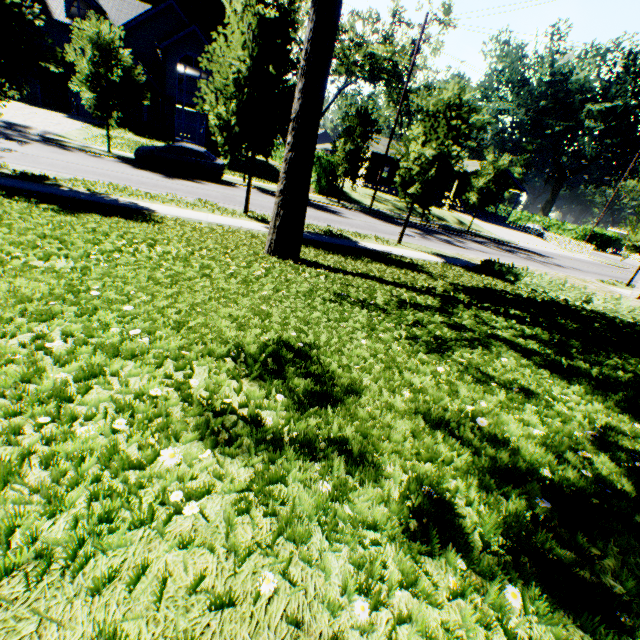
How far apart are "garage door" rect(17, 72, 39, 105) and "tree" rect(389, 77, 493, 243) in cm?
3643

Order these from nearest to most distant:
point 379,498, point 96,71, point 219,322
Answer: point 379,498 < point 219,322 < point 96,71

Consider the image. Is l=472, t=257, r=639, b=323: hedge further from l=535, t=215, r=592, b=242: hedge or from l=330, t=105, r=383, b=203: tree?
l=535, t=215, r=592, b=242: hedge

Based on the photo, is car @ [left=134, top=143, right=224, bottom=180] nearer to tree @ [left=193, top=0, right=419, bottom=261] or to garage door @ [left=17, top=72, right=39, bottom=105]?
tree @ [left=193, top=0, right=419, bottom=261]

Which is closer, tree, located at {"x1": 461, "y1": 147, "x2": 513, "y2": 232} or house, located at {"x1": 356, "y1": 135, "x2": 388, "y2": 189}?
tree, located at {"x1": 461, "y1": 147, "x2": 513, "y2": 232}

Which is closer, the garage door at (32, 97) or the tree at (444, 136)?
the tree at (444, 136)

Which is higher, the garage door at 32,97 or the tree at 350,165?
the tree at 350,165

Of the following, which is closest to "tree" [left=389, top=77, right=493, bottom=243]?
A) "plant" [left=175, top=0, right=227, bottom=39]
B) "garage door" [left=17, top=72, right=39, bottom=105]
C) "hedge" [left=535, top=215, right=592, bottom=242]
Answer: "garage door" [left=17, top=72, right=39, bottom=105]
